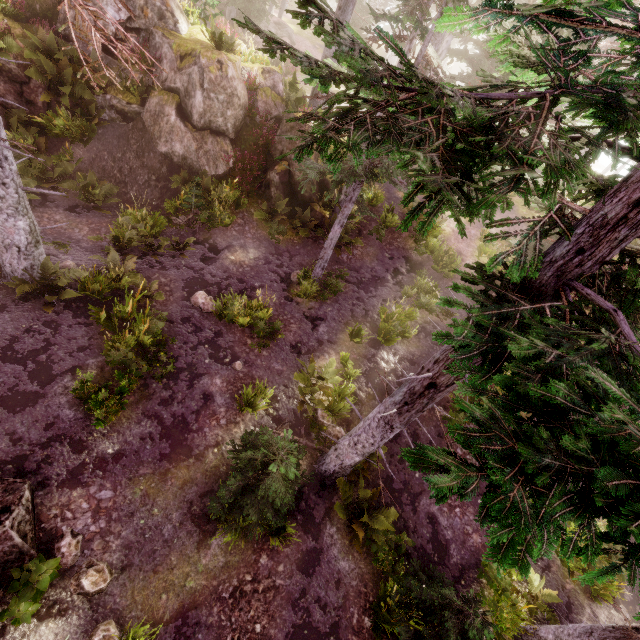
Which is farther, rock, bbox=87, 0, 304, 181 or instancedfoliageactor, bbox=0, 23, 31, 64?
rock, bbox=87, 0, 304, 181

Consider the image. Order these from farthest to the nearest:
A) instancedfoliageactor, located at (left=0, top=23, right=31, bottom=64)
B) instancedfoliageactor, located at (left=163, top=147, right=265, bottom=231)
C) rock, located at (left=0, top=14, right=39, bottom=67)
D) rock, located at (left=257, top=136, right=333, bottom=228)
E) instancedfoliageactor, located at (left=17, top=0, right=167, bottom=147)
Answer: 1. rock, located at (left=257, top=136, right=333, bottom=228)
2. instancedfoliageactor, located at (left=163, top=147, right=265, bottom=231)
3. rock, located at (left=0, top=14, right=39, bottom=67)
4. instancedfoliageactor, located at (left=0, top=23, right=31, bottom=64)
5. instancedfoliageactor, located at (left=17, top=0, right=167, bottom=147)

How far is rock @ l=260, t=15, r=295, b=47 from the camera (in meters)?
27.59

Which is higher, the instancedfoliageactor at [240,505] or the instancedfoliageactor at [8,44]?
the instancedfoliageactor at [8,44]

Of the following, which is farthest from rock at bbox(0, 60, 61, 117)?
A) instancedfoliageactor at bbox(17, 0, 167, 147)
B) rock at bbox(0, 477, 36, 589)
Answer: rock at bbox(0, 477, 36, 589)

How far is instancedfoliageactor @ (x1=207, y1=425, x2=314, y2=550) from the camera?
6.1m

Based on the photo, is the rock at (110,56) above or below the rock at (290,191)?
above

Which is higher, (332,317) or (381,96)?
(381,96)
